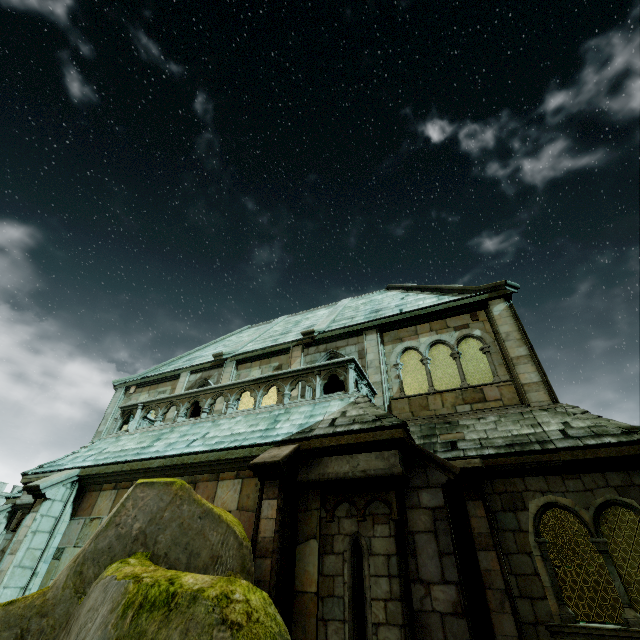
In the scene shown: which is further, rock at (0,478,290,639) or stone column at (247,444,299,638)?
stone column at (247,444,299,638)

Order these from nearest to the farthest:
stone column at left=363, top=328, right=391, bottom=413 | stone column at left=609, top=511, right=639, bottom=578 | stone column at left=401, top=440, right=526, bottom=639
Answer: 1. stone column at left=401, top=440, right=526, bottom=639
2. stone column at left=609, top=511, right=639, bottom=578
3. stone column at left=363, top=328, right=391, bottom=413

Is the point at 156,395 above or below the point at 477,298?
below

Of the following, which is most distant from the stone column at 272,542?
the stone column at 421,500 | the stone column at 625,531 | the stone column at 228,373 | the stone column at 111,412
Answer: the stone column at 111,412

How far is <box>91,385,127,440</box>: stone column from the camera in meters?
15.1 m

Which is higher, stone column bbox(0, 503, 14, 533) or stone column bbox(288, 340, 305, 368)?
stone column bbox(288, 340, 305, 368)

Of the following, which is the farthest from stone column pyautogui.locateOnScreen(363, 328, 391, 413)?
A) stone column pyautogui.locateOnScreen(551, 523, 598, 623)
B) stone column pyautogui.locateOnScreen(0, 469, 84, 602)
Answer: stone column pyautogui.locateOnScreen(551, 523, 598, 623)

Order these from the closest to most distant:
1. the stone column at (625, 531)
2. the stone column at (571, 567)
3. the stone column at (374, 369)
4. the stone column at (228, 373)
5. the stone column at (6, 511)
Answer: the stone column at (625, 531) → the stone column at (374, 369) → the stone column at (6, 511) → the stone column at (571, 567) → the stone column at (228, 373)
